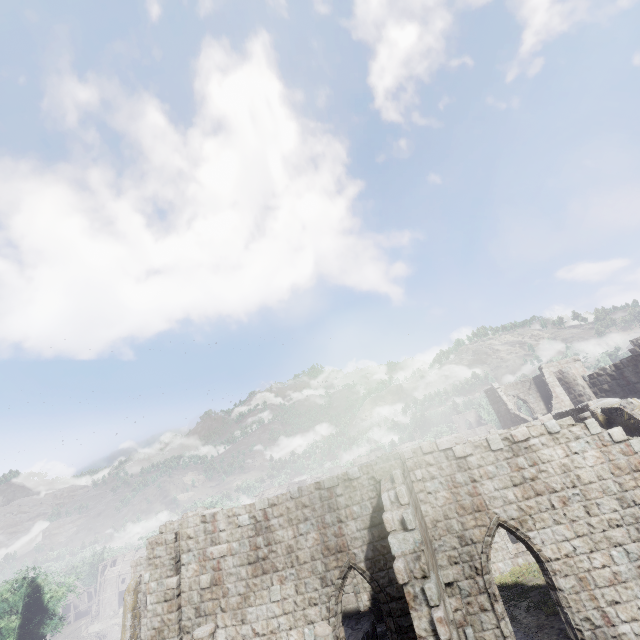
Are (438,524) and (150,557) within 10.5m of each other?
no
